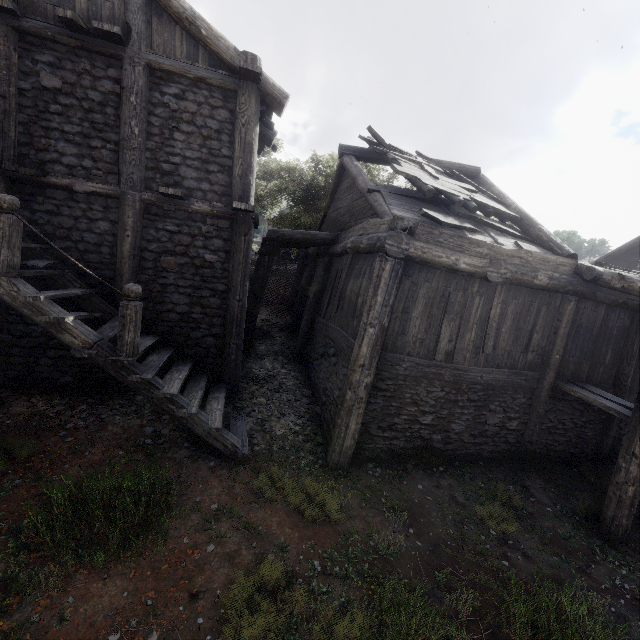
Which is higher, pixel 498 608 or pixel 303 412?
pixel 303 412

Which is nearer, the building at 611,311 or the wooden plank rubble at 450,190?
the building at 611,311

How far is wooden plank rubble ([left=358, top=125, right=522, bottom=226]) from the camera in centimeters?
780cm

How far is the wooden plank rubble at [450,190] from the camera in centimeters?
780cm

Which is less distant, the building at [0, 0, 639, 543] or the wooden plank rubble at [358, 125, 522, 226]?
the building at [0, 0, 639, 543]
